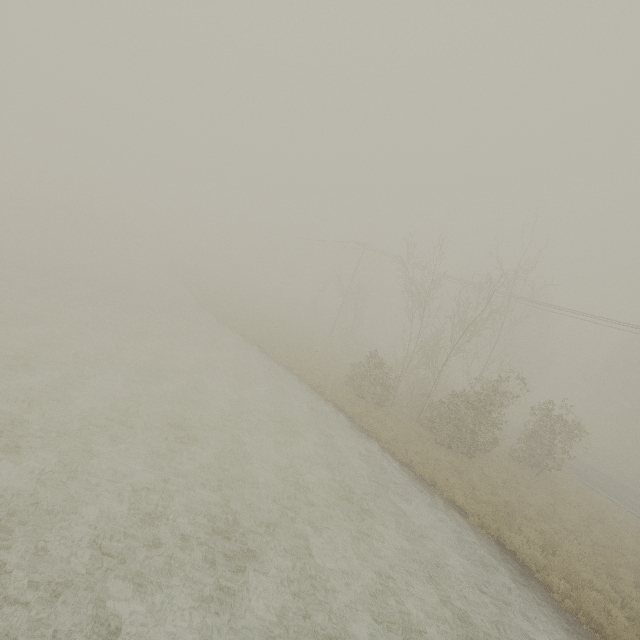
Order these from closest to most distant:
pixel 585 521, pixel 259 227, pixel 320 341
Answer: pixel 585 521 < pixel 320 341 < pixel 259 227

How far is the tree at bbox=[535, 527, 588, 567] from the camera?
13.01m

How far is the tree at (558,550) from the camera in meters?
13.0 m
